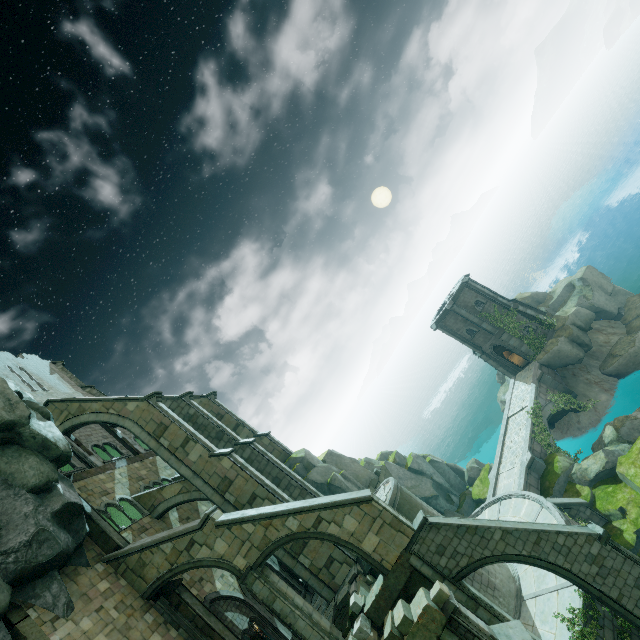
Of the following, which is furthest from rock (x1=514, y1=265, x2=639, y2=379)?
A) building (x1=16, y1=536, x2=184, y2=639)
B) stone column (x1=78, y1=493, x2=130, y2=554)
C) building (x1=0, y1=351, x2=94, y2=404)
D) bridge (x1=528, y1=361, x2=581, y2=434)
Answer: stone column (x1=78, y1=493, x2=130, y2=554)

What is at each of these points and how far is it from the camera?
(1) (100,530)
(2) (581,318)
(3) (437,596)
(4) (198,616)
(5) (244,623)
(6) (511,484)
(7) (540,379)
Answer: (1) stone column, 15.38m
(2) rock, 30.44m
(3) brick, 9.90m
(4) stone column, 14.13m
(5) archway, 16.42m
(6) bridge, 23.61m
(7) bridge, 28.98m

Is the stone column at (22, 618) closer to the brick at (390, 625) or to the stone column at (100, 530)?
the stone column at (100, 530)

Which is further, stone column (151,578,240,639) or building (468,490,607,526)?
building (468,490,607,526)

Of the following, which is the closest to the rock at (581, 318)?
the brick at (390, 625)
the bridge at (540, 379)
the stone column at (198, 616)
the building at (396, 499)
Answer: the bridge at (540, 379)

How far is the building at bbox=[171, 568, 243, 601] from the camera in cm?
1638

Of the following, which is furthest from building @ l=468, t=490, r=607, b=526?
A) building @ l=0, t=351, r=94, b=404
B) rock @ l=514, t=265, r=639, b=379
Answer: rock @ l=514, t=265, r=639, b=379

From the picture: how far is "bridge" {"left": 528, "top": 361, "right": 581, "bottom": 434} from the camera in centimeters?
2693cm
